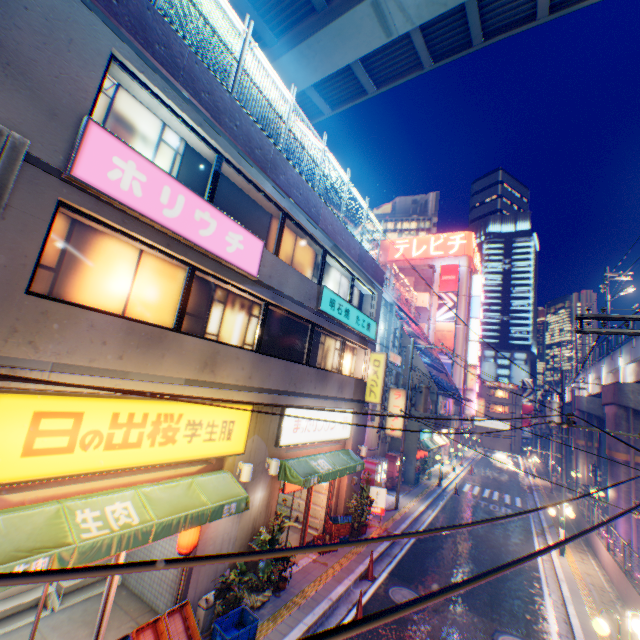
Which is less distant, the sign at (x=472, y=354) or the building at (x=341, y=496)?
the building at (x=341, y=496)

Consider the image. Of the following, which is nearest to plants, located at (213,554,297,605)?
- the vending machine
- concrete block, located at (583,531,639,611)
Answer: concrete block, located at (583,531,639,611)

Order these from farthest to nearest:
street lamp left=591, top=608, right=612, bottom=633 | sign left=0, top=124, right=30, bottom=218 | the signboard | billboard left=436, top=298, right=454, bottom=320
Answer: the signboard → billboard left=436, top=298, right=454, bottom=320 → street lamp left=591, top=608, right=612, bottom=633 → sign left=0, top=124, right=30, bottom=218

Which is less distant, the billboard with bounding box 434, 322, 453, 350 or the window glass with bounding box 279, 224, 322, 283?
the window glass with bounding box 279, 224, 322, 283

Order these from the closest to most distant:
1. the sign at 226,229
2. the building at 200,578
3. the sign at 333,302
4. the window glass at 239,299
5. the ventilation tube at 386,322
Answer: the sign at 226,229 → the building at 200,578 → the window glass at 239,299 → the sign at 333,302 → the ventilation tube at 386,322

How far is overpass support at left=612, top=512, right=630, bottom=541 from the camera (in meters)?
18.05

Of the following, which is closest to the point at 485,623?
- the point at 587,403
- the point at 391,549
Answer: the point at 391,549

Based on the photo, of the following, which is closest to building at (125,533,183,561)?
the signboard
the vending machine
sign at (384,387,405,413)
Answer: the vending machine
